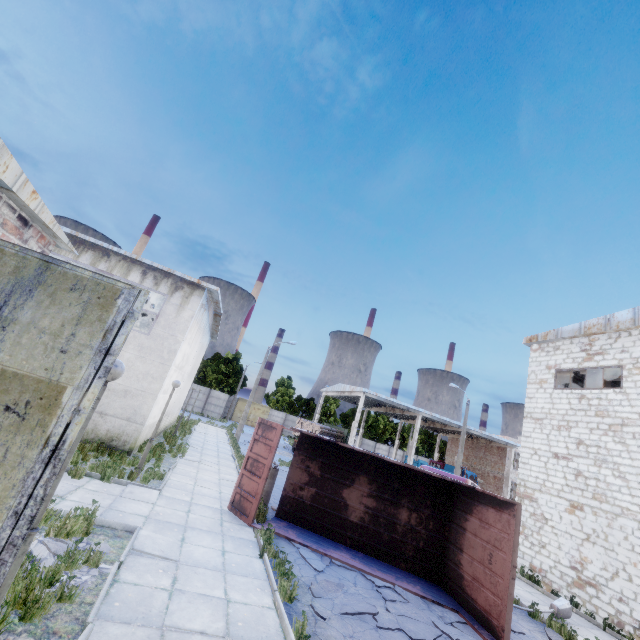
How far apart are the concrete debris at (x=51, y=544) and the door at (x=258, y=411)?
49.5 meters

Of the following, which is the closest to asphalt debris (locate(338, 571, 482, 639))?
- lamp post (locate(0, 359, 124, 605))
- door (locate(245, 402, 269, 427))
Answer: lamp post (locate(0, 359, 124, 605))

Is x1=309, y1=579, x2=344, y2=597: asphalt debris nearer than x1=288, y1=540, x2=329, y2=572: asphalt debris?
Yes

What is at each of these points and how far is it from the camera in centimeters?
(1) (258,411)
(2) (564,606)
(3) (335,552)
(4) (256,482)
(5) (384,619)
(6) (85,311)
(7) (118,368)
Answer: (1) door, 5500cm
(2) lamp post, 1025cm
(3) truck dump body, 963cm
(4) truck dump back, 1022cm
(5) asphalt debris, 696cm
(6) door, 214cm
(7) lamp post, 438cm

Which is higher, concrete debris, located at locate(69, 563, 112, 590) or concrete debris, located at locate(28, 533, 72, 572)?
concrete debris, located at locate(28, 533, 72, 572)

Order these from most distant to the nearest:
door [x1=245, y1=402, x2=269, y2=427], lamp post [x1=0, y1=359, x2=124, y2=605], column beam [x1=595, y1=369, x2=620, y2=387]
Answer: door [x1=245, y1=402, x2=269, y2=427] < column beam [x1=595, y1=369, x2=620, y2=387] < lamp post [x1=0, y1=359, x2=124, y2=605]

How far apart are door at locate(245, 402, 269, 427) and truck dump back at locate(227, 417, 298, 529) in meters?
45.5 m

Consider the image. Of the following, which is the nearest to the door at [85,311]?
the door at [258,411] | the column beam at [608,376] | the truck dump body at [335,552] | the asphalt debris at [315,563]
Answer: the asphalt debris at [315,563]
